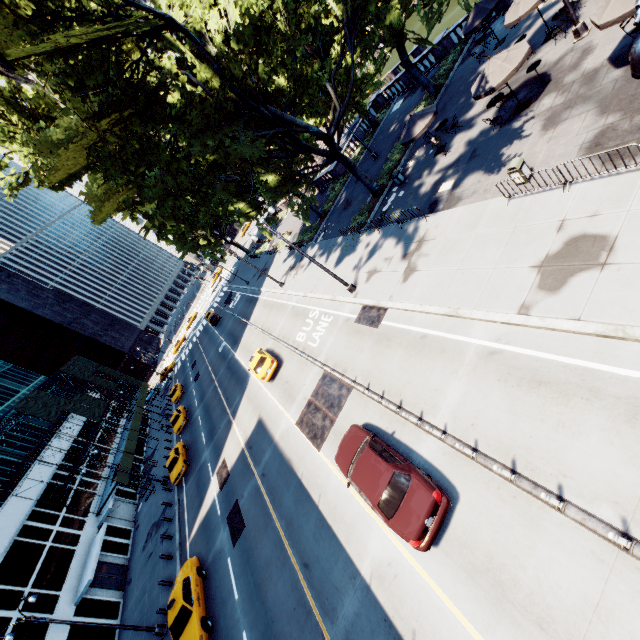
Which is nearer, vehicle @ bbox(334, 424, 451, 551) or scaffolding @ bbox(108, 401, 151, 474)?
vehicle @ bbox(334, 424, 451, 551)

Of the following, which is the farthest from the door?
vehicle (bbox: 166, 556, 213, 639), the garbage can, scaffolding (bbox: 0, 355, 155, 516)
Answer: the garbage can

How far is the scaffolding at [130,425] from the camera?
35.07m

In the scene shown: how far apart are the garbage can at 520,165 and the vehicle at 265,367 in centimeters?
1772cm

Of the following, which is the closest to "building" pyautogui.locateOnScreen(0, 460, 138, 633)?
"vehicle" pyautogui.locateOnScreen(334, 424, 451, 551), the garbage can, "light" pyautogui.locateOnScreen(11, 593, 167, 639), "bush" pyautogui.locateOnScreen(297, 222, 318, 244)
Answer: "light" pyautogui.locateOnScreen(11, 593, 167, 639)

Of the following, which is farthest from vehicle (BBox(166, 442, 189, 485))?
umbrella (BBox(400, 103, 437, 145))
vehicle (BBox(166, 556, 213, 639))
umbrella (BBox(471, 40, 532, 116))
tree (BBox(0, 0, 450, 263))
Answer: umbrella (BBox(471, 40, 532, 116))

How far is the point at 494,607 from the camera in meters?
7.5

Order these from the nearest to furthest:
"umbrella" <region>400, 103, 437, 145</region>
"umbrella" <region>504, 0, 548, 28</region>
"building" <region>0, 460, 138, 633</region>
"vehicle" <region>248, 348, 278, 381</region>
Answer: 1. "umbrella" <region>504, 0, 548, 28</region>
2. "umbrella" <region>400, 103, 437, 145</region>
3. "building" <region>0, 460, 138, 633</region>
4. "vehicle" <region>248, 348, 278, 381</region>
